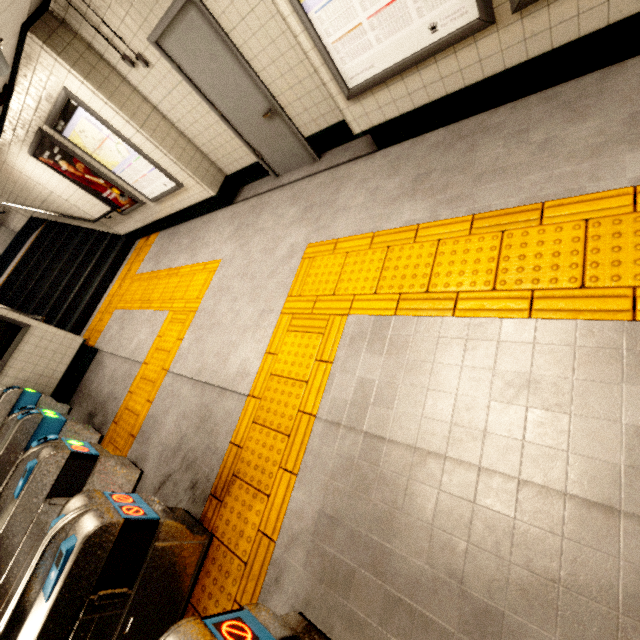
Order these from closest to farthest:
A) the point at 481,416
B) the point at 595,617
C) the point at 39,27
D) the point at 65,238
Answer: the point at 595,617 → the point at 481,416 → the point at 39,27 → the point at 65,238

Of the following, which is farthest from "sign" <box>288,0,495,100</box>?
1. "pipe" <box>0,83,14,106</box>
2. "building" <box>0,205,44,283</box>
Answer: "building" <box>0,205,44,283</box>

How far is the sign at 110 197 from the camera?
5.5 meters

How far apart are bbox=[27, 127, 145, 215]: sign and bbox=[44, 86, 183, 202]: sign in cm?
22

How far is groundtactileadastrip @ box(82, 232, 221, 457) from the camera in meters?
4.3 m

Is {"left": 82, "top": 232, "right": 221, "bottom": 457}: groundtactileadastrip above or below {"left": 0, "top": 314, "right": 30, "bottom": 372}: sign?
below

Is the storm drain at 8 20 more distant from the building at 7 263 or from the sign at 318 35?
the building at 7 263

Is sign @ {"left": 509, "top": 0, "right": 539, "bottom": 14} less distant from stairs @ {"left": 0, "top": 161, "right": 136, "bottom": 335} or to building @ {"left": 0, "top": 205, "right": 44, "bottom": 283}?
stairs @ {"left": 0, "top": 161, "right": 136, "bottom": 335}
